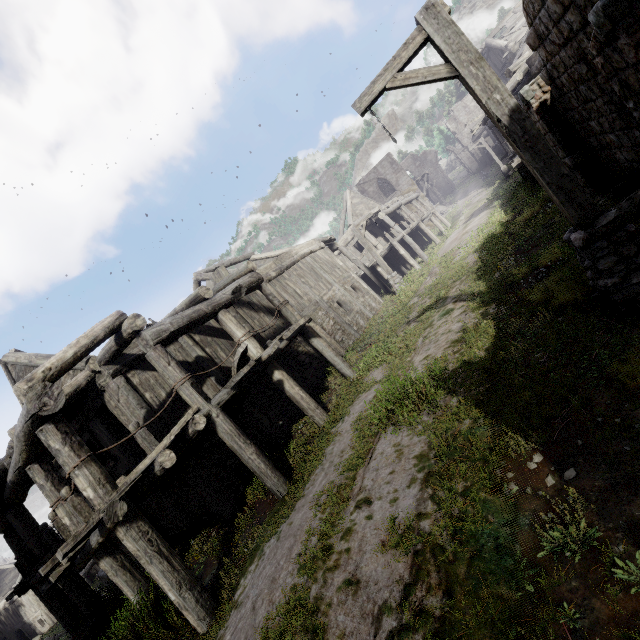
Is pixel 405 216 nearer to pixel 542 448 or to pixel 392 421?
pixel 392 421

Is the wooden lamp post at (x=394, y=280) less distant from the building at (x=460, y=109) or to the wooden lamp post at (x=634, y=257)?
the building at (x=460, y=109)

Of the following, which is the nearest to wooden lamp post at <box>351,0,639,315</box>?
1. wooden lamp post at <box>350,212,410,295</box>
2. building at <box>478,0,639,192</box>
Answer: building at <box>478,0,639,192</box>

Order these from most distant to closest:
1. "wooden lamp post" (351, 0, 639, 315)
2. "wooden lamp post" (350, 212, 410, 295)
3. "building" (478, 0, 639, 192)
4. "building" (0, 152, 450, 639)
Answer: "wooden lamp post" (350, 212, 410, 295) < "building" (0, 152, 450, 639) < "building" (478, 0, 639, 192) < "wooden lamp post" (351, 0, 639, 315)

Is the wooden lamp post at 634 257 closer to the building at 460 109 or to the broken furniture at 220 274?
the building at 460 109

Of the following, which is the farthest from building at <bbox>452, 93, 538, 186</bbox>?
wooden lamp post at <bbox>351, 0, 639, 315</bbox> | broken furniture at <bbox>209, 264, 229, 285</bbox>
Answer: wooden lamp post at <bbox>351, 0, 639, 315</bbox>

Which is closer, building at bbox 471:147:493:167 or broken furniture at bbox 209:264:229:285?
broken furniture at bbox 209:264:229:285
